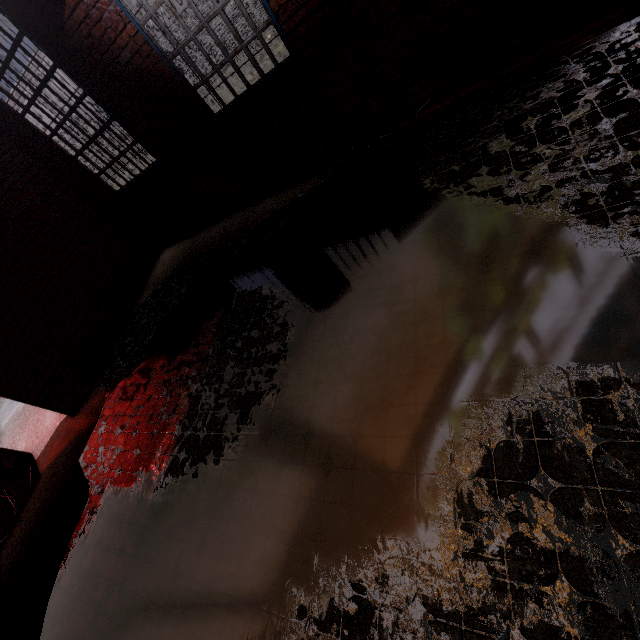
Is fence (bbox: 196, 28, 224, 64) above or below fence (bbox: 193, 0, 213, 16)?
below

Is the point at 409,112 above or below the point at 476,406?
above

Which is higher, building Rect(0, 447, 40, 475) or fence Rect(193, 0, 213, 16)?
fence Rect(193, 0, 213, 16)

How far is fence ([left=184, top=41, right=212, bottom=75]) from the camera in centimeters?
1768cm

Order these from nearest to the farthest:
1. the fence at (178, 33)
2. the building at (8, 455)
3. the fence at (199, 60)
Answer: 1. the building at (8, 455)
2. the fence at (178, 33)
3. the fence at (199, 60)

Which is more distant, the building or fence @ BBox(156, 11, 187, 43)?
fence @ BBox(156, 11, 187, 43)

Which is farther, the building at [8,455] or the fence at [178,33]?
the fence at [178,33]
